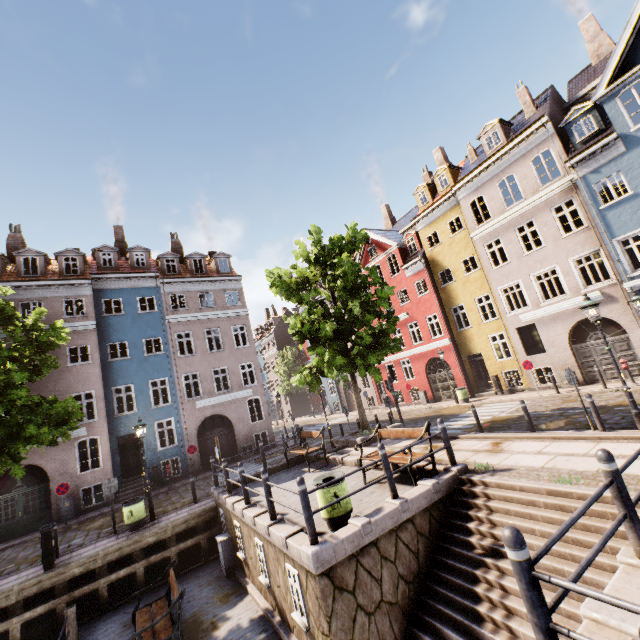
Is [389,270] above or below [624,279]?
above

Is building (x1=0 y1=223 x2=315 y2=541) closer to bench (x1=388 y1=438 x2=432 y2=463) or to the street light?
the street light

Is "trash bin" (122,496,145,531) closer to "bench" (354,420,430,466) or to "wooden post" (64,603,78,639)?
"wooden post" (64,603,78,639)

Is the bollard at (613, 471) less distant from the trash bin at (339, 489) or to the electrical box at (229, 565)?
the trash bin at (339, 489)

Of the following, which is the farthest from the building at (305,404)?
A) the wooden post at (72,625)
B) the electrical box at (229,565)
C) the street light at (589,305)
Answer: the electrical box at (229,565)

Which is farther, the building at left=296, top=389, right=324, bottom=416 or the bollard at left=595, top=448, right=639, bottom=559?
the building at left=296, top=389, right=324, bottom=416

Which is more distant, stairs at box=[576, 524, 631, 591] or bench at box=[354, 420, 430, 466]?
bench at box=[354, 420, 430, 466]

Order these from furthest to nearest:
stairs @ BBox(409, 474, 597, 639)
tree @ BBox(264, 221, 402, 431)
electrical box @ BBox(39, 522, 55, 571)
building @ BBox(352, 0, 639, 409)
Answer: Answer: building @ BBox(352, 0, 639, 409) → tree @ BBox(264, 221, 402, 431) → electrical box @ BBox(39, 522, 55, 571) → stairs @ BBox(409, 474, 597, 639)
